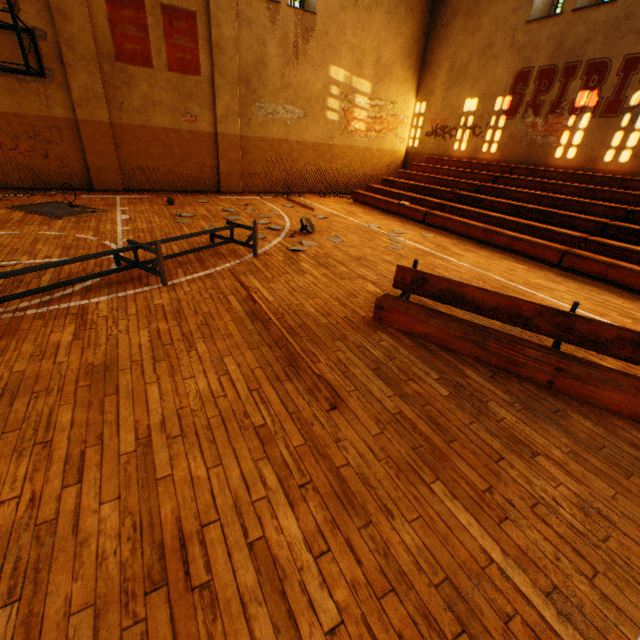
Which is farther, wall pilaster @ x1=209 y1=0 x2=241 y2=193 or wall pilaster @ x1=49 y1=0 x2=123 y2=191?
wall pilaster @ x1=209 y1=0 x2=241 y2=193

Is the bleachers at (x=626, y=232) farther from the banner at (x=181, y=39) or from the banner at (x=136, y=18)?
the banner at (x=136, y=18)

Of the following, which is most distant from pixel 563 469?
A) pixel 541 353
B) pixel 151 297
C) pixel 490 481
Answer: pixel 151 297

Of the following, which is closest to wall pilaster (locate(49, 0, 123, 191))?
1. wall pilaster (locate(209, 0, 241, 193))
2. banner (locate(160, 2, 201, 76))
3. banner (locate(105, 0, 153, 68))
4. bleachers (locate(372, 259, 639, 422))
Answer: banner (locate(105, 0, 153, 68))

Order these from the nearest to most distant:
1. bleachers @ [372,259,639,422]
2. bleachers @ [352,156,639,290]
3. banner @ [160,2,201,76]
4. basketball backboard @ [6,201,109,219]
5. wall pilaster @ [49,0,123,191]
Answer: bleachers @ [372,259,639,422] → bleachers @ [352,156,639,290] → basketball backboard @ [6,201,109,219] → wall pilaster @ [49,0,123,191] → banner @ [160,2,201,76]

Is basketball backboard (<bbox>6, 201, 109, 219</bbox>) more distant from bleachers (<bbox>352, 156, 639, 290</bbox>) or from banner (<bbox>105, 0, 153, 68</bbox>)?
bleachers (<bbox>352, 156, 639, 290</bbox>)

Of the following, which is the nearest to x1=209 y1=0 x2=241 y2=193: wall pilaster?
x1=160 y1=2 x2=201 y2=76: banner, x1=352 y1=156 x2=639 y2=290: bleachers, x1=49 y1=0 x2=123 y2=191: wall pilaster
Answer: x1=160 y1=2 x2=201 y2=76: banner

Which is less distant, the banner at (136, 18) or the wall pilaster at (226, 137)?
the banner at (136, 18)
